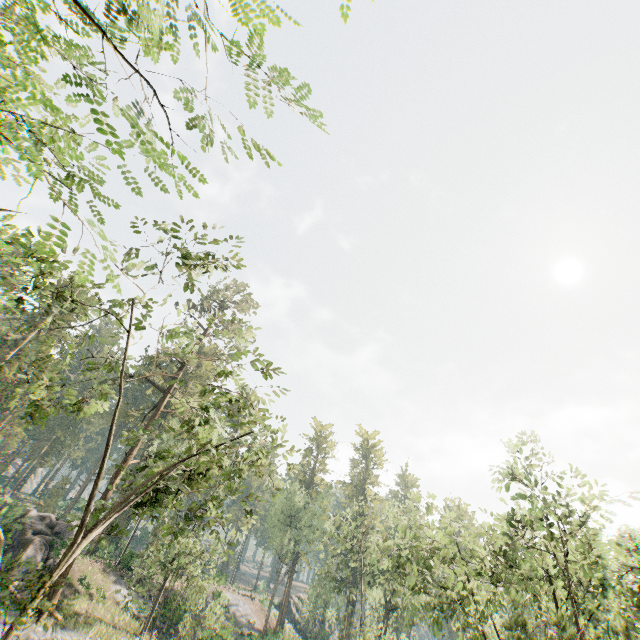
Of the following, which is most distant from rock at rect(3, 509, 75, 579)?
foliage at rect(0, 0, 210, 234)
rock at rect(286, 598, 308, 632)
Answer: rock at rect(286, 598, 308, 632)

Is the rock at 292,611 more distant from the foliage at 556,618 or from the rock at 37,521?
the rock at 37,521

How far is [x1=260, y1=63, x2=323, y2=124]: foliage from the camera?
4.13m

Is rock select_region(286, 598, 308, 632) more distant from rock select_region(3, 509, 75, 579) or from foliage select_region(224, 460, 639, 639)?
rock select_region(3, 509, 75, 579)

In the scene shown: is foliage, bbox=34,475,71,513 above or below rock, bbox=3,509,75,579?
above

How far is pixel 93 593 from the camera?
28.61m

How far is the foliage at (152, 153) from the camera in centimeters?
376cm
